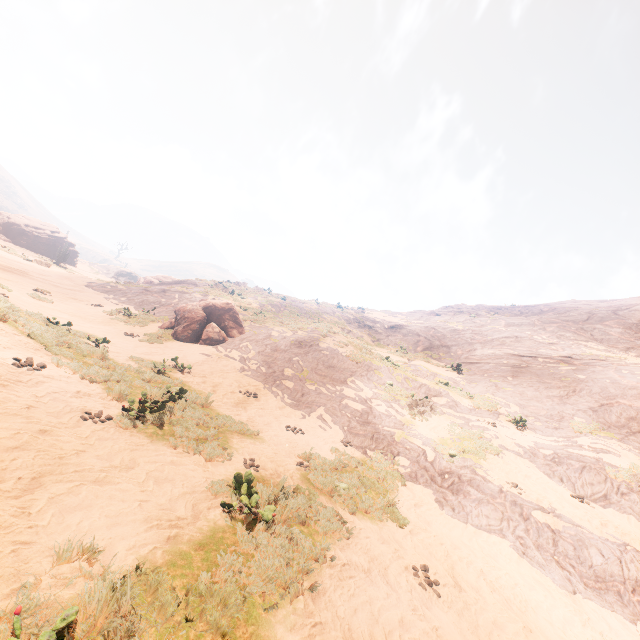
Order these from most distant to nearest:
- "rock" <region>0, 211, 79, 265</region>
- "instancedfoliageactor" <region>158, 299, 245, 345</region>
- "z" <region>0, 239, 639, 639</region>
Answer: "rock" <region>0, 211, 79, 265</region>, "instancedfoliageactor" <region>158, 299, 245, 345</region>, "z" <region>0, 239, 639, 639</region>

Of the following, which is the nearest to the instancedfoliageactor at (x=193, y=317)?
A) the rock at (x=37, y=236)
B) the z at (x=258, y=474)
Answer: the z at (x=258, y=474)

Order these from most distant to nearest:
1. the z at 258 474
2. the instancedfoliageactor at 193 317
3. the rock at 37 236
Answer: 1. the rock at 37 236
2. the instancedfoliageactor at 193 317
3. the z at 258 474

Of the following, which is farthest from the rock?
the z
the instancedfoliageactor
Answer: the instancedfoliageactor

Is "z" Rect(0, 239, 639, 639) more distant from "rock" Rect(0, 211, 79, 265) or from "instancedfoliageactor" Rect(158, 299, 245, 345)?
"rock" Rect(0, 211, 79, 265)

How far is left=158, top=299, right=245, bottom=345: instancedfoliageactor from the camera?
16.34m

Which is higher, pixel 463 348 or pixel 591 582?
pixel 463 348
